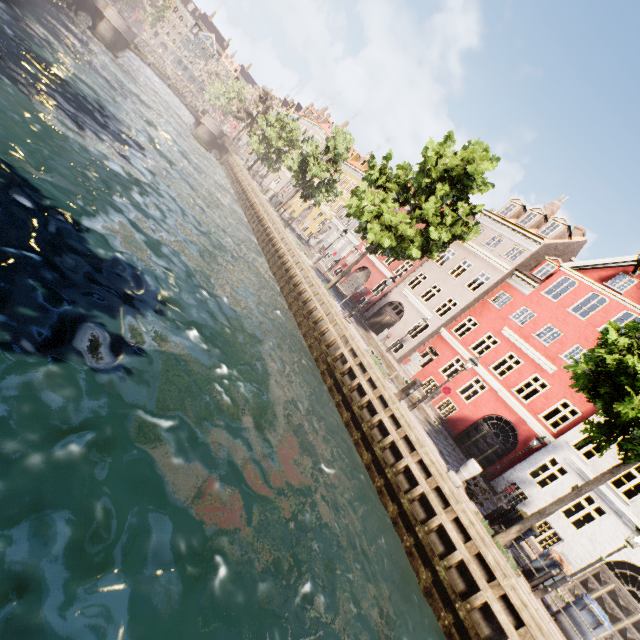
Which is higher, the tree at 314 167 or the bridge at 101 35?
the tree at 314 167

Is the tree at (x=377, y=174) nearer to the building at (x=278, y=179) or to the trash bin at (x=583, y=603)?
the trash bin at (x=583, y=603)

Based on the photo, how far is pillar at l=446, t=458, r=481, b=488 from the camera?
11.1m

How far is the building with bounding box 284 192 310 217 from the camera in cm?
4612

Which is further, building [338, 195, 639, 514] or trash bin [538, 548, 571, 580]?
building [338, 195, 639, 514]

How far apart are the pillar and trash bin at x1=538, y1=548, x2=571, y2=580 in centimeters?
295cm

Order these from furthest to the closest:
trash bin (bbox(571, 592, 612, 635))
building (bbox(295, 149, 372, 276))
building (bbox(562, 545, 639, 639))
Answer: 1. building (bbox(295, 149, 372, 276))
2. building (bbox(562, 545, 639, 639))
3. trash bin (bbox(571, 592, 612, 635))

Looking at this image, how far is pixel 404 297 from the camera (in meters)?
27.59
